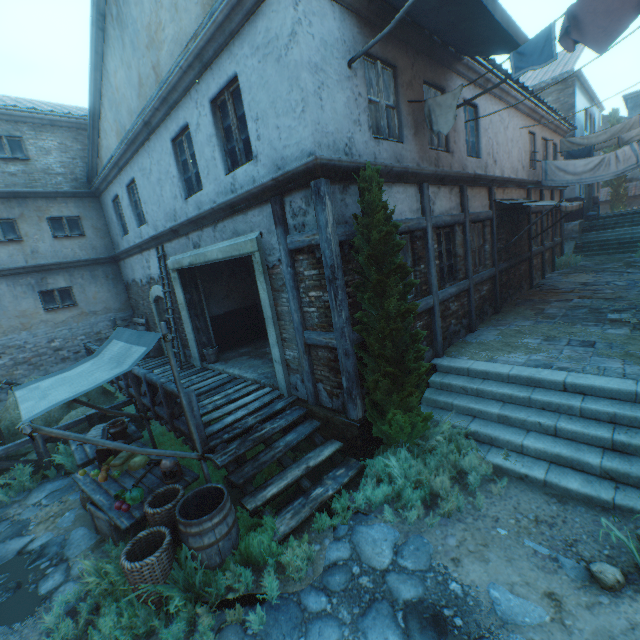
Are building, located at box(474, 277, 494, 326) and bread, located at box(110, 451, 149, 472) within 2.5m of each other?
no

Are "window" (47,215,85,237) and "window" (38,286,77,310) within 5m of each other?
yes

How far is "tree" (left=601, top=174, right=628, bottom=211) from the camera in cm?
3000

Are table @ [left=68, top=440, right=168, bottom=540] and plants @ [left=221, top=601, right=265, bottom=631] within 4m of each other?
yes

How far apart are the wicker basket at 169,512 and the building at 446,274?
6.0m

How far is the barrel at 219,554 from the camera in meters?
3.7

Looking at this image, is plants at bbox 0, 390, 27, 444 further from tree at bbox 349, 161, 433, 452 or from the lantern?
tree at bbox 349, 161, 433, 452

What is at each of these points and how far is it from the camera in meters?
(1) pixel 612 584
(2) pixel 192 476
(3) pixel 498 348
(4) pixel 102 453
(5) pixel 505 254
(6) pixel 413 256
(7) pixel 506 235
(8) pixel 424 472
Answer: (1) rocks, 3.1
(2) table, 4.9
(3) straw, 7.2
(4) wicker basket, 5.7
(5) building, 10.5
(6) building, 6.6
(7) building, 10.5
(8) plants, 4.8
